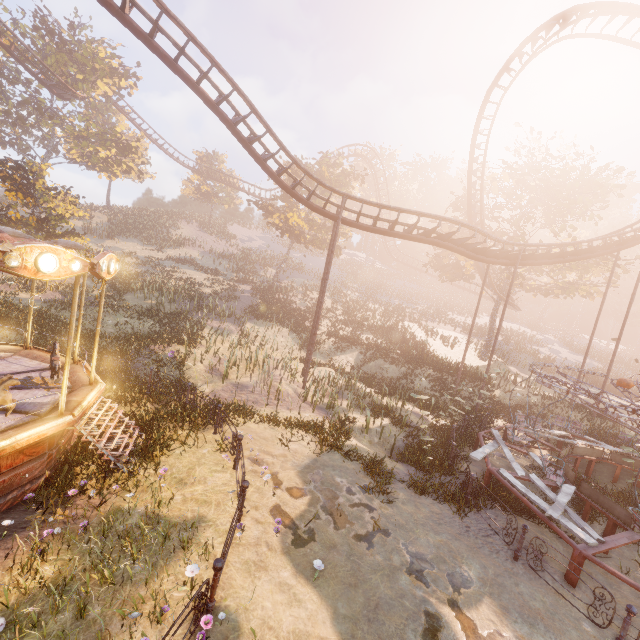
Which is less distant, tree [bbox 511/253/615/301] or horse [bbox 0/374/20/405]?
horse [bbox 0/374/20/405]

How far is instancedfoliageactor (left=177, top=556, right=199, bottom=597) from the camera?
5.34m

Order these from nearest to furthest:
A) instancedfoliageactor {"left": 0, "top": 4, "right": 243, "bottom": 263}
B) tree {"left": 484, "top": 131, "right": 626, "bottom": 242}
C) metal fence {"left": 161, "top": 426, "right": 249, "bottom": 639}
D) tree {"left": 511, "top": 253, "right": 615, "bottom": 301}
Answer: metal fence {"left": 161, "top": 426, "right": 249, "bottom": 639}
instancedfoliageactor {"left": 0, "top": 4, "right": 243, "bottom": 263}
tree {"left": 484, "top": 131, "right": 626, "bottom": 242}
tree {"left": 511, "top": 253, "right": 615, "bottom": 301}

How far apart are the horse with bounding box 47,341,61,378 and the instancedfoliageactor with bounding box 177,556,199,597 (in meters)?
6.61

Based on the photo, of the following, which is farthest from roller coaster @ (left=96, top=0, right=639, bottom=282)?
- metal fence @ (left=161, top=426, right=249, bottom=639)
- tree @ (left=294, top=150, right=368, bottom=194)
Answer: metal fence @ (left=161, top=426, right=249, bottom=639)

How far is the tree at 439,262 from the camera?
29.45m

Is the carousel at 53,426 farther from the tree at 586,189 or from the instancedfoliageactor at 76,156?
the tree at 586,189

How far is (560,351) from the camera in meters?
44.3 m
